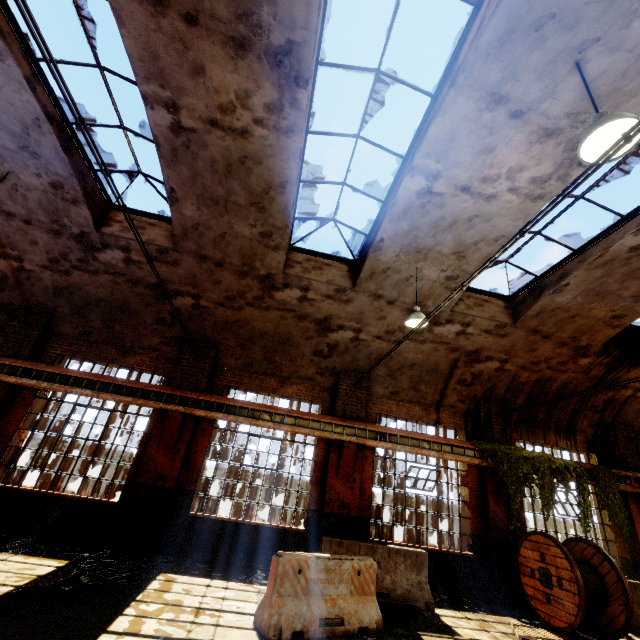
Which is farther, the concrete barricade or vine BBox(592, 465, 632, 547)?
vine BBox(592, 465, 632, 547)

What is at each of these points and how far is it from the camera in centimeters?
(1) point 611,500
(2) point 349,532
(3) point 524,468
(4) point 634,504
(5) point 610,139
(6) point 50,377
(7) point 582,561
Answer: (1) vine, 986cm
(2) building, 865cm
(3) vine, 975cm
(4) building, 1040cm
(5) hanging light, 344cm
(6) beam, 875cm
(7) cable drum, 808cm

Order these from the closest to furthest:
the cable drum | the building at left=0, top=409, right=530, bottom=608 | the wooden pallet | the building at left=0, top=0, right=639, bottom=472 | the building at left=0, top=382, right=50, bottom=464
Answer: the building at left=0, top=0, right=639, bottom=472, the wooden pallet, the cable drum, the building at left=0, top=409, right=530, bottom=608, the building at left=0, top=382, right=50, bottom=464

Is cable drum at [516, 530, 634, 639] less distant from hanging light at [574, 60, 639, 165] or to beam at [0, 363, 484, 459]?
beam at [0, 363, 484, 459]

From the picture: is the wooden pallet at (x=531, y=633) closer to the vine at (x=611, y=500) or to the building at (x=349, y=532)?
the building at (x=349, y=532)

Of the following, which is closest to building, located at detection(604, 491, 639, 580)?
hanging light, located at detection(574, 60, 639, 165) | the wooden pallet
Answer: hanging light, located at detection(574, 60, 639, 165)

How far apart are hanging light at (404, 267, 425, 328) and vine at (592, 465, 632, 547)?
8.10m

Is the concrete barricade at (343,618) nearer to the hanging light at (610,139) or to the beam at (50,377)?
the beam at (50,377)
